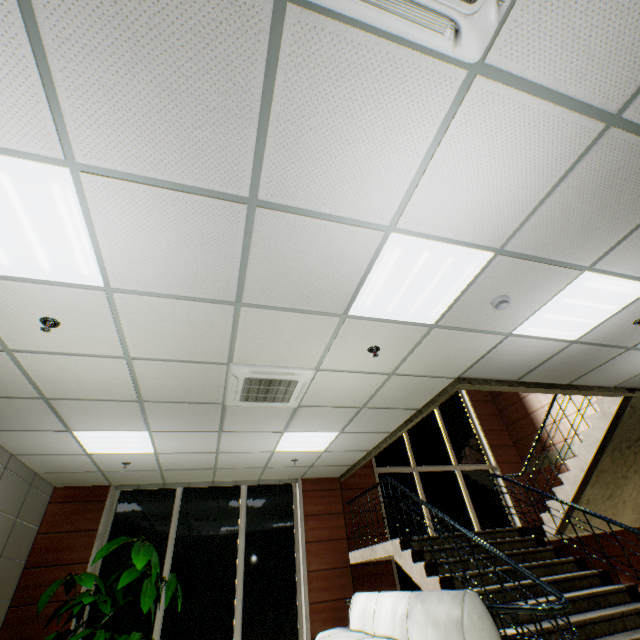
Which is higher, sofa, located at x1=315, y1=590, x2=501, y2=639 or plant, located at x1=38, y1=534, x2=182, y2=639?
plant, located at x1=38, y1=534, x2=182, y2=639

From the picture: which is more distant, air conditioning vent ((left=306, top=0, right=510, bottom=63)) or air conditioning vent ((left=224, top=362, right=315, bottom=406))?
air conditioning vent ((left=224, top=362, right=315, bottom=406))

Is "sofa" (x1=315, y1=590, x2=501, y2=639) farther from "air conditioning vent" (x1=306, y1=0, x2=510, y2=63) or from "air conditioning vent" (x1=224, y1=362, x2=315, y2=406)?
"air conditioning vent" (x1=306, y1=0, x2=510, y2=63)

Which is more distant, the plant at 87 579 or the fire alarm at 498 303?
the plant at 87 579

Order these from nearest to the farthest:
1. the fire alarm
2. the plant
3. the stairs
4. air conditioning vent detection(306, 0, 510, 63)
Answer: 1. air conditioning vent detection(306, 0, 510, 63)
2. the fire alarm
3. the stairs
4. the plant

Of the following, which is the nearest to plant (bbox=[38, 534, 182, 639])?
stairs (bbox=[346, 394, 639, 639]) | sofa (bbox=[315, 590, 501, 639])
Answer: sofa (bbox=[315, 590, 501, 639])

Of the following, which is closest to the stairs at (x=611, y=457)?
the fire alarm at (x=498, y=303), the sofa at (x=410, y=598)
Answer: the sofa at (x=410, y=598)

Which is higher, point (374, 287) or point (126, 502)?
point (374, 287)
